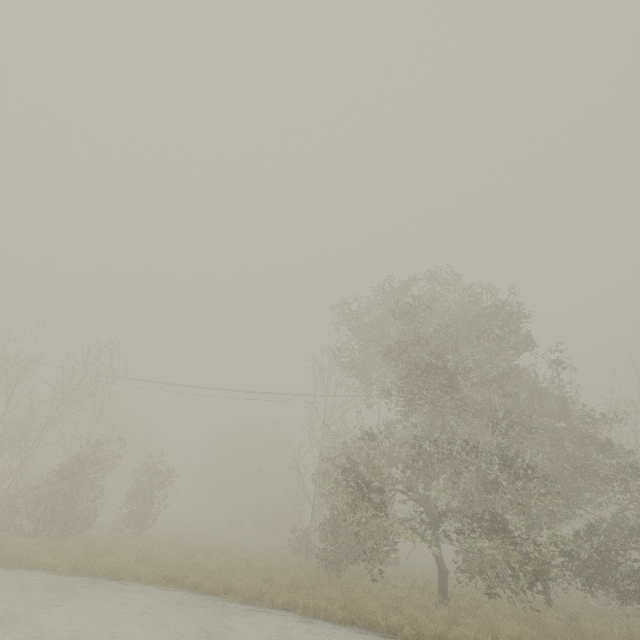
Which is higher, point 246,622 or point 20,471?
point 20,471
